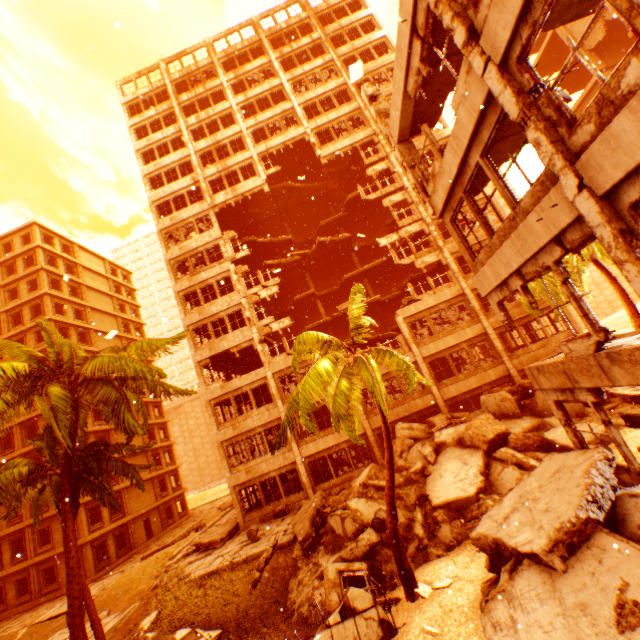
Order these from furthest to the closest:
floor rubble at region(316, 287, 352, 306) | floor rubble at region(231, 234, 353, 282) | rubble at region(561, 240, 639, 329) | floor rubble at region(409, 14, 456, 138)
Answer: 1. floor rubble at region(316, 287, 352, 306)
2. floor rubble at region(231, 234, 353, 282)
3. rubble at region(561, 240, 639, 329)
4. floor rubble at region(409, 14, 456, 138)

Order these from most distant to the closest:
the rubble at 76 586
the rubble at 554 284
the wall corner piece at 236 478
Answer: the wall corner piece at 236 478
the rubble at 554 284
the rubble at 76 586

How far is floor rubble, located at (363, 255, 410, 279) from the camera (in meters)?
29.03

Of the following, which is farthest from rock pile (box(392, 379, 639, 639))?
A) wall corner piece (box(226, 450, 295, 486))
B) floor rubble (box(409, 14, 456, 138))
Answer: floor rubble (box(409, 14, 456, 138))

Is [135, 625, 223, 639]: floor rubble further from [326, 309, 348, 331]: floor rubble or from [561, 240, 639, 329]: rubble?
[326, 309, 348, 331]: floor rubble

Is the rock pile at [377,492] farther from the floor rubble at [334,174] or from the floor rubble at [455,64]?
the floor rubble at [455,64]

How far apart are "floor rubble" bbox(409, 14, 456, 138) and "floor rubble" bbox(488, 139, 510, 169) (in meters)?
2.68

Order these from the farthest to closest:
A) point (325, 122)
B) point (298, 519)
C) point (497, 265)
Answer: point (325, 122)
point (298, 519)
point (497, 265)
